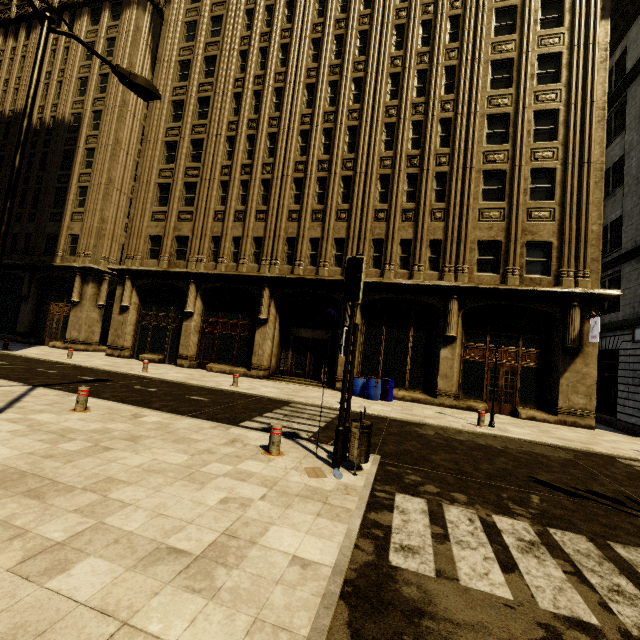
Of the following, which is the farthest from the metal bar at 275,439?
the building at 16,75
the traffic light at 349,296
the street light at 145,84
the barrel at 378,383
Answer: the building at 16,75

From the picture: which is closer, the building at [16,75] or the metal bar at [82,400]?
the metal bar at [82,400]

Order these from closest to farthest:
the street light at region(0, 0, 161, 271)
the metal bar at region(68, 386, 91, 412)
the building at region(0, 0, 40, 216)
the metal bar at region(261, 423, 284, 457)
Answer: the street light at region(0, 0, 161, 271) → the metal bar at region(261, 423, 284, 457) → the metal bar at region(68, 386, 91, 412) → the building at region(0, 0, 40, 216)

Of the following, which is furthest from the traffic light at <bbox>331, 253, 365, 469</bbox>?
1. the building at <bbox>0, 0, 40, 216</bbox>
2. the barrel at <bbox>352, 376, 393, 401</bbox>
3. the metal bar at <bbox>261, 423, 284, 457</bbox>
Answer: the building at <bbox>0, 0, 40, 216</bbox>

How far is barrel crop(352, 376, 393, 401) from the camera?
14.9m

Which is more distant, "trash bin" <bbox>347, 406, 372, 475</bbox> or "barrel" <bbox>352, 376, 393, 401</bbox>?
"barrel" <bbox>352, 376, 393, 401</bbox>

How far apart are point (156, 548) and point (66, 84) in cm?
3551

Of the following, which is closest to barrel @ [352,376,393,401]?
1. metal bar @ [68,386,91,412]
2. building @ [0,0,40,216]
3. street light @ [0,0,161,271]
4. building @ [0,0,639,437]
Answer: building @ [0,0,639,437]
